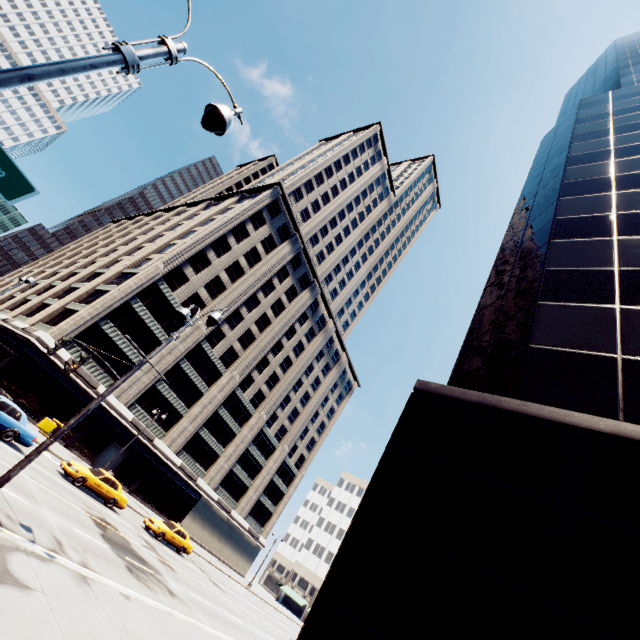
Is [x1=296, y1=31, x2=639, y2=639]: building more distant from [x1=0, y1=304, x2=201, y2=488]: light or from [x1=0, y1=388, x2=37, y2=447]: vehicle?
[x1=0, y1=388, x2=37, y2=447]: vehicle

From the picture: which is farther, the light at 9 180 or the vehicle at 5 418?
the vehicle at 5 418

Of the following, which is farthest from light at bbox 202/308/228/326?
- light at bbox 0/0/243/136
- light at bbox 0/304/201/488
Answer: light at bbox 0/0/243/136

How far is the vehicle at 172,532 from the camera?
24.93m

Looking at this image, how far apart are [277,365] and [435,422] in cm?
5056

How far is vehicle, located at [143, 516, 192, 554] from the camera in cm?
2493

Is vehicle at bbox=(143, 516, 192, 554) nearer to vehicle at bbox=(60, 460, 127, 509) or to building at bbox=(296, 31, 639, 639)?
vehicle at bbox=(60, 460, 127, 509)

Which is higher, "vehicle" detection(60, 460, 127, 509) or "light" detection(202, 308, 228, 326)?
"light" detection(202, 308, 228, 326)
